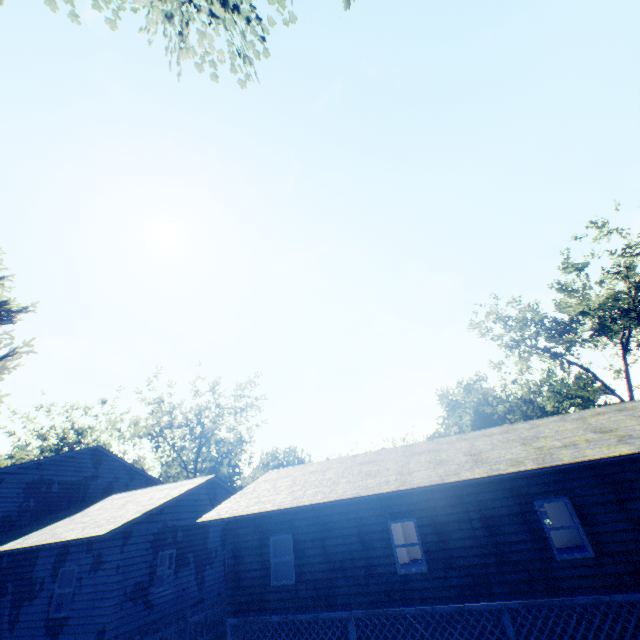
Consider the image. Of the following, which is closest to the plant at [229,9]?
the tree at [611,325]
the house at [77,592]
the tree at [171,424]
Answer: the house at [77,592]

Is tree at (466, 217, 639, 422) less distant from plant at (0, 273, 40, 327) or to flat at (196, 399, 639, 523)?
plant at (0, 273, 40, 327)

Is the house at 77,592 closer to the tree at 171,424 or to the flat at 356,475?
the flat at 356,475

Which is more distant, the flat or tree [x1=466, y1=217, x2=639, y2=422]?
tree [x1=466, y1=217, x2=639, y2=422]

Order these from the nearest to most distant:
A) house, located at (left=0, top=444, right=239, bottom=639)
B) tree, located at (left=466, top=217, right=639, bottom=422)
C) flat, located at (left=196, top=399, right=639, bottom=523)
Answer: flat, located at (left=196, top=399, right=639, bottom=523)
house, located at (left=0, top=444, right=239, bottom=639)
tree, located at (left=466, top=217, right=639, bottom=422)

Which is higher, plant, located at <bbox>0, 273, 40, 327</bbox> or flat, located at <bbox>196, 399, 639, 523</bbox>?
plant, located at <bbox>0, 273, 40, 327</bbox>

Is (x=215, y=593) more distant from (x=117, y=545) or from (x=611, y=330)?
(x=611, y=330)

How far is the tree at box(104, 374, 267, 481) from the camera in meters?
39.3 m
